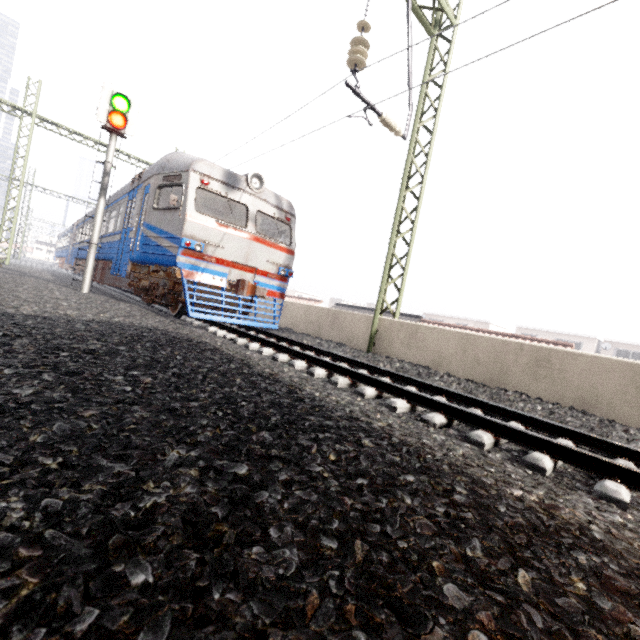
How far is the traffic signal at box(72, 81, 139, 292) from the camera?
9.01m

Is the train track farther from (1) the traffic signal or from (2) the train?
(1) the traffic signal

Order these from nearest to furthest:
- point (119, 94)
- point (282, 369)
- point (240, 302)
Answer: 1. point (282, 369)
2. point (240, 302)
3. point (119, 94)

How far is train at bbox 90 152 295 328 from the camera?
7.9 meters

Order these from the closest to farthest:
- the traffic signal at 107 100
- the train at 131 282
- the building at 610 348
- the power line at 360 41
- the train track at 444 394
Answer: the train track at 444 394, the power line at 360 41, the train at 131 282, the traffic signal at 107 100, the building at 610 348

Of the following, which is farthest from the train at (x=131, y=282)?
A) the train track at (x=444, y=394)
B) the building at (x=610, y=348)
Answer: the building at (x=610, y=348)

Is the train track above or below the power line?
below

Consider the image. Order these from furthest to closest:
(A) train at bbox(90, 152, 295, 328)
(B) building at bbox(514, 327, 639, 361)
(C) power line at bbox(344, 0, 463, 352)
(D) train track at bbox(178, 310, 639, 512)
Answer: (B) building at bbox(514, 327, 639, 361) → (A) train at bbox(90, 152, 295, 328) → (C) power line at bbox(344, 0, 463, 352) → (D) train track at bbox(178, 310, 639, 512)
